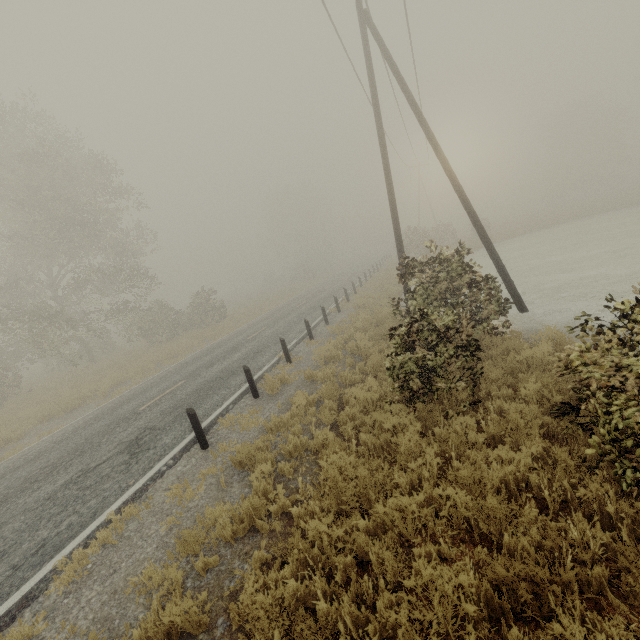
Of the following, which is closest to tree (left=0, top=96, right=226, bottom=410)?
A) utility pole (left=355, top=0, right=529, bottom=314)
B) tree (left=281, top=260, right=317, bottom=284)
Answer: utility pole (left=355, top=0, right=529, bottom=314)

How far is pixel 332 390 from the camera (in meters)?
7.95

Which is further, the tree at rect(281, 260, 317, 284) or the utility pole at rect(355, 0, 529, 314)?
the tree at rect(281, 260, 317, 284)

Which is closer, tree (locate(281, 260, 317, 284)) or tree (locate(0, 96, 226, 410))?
tree (locate(0, 96, 226, 410))

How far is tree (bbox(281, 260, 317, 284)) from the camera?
50.22m

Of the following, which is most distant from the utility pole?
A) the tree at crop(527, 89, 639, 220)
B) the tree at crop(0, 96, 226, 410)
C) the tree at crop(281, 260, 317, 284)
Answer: the tree at crop(527, 89, 639, 220)

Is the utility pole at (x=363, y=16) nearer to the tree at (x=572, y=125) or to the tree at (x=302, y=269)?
the tree at (x=302, y=269)

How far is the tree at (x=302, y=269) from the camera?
50.22m
